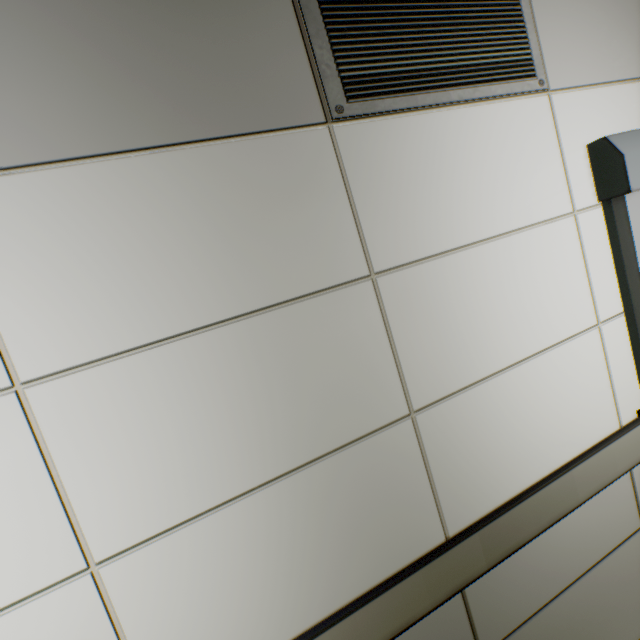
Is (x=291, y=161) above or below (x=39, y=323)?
above

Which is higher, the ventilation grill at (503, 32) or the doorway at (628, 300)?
the ventilation grill at (503, 32)

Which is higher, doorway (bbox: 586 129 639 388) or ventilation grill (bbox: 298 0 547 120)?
ventilation grill (bbox: 298 0 547 120)
